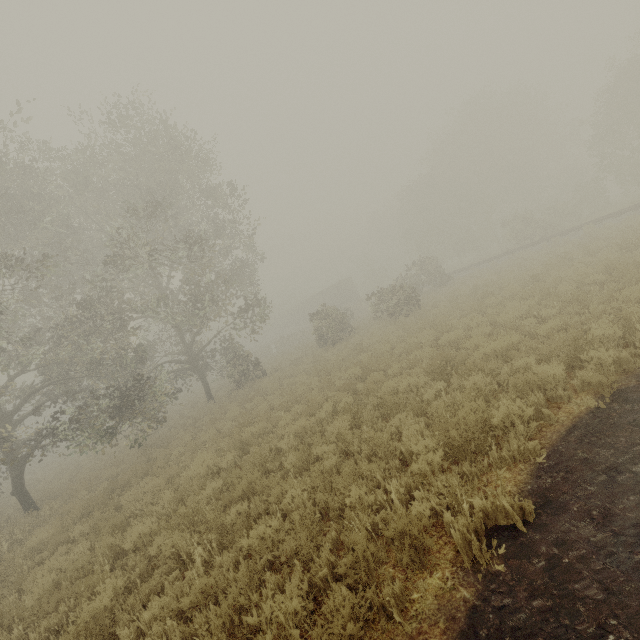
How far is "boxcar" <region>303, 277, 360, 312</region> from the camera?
49.26m

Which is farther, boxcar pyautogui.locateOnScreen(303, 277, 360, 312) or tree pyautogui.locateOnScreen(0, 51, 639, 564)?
boxcar pyautogui.locateOnScreen(303, 277, 360, 312)

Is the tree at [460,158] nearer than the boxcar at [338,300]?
Yes

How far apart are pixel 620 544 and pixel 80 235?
20.9m

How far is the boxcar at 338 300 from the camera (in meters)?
49.26
